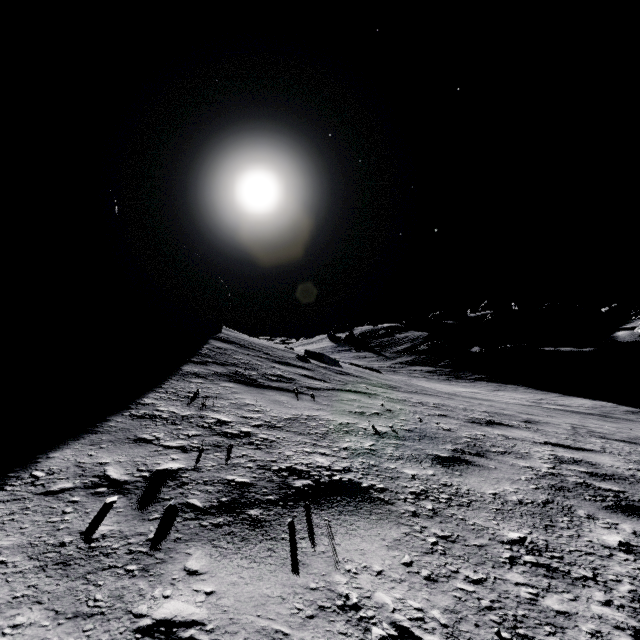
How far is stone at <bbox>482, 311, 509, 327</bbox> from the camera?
50.66m

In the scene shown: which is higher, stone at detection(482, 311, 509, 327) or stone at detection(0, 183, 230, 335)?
stone at detection(482, 311, 509, 327)

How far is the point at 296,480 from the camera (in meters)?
1.81

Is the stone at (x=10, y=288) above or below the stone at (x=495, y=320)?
below

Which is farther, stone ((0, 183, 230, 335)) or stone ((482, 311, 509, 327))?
stone ((482, 311, 509, 327))

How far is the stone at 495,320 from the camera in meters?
50.7
